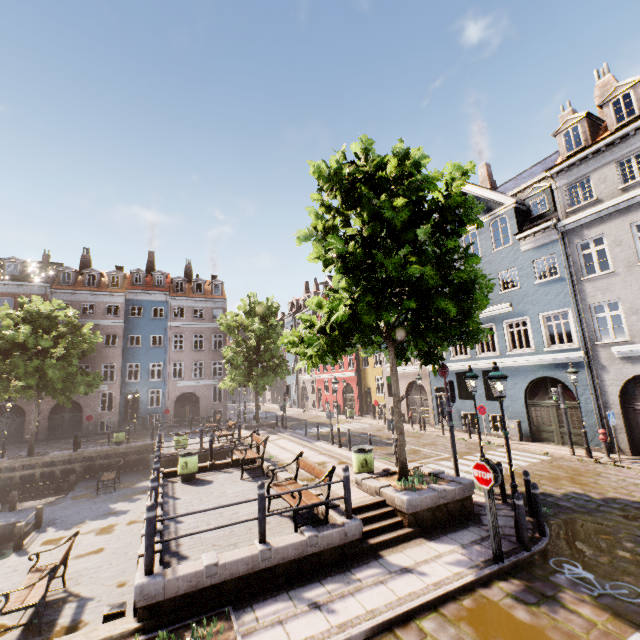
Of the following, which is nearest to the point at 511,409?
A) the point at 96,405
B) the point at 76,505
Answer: the point at 76,505

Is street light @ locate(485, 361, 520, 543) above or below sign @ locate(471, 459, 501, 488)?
above

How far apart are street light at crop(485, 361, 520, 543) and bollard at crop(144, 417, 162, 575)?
8.1 meters

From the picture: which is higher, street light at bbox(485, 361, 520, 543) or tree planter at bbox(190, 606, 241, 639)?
street light at bbox(485, 361, 520, 543)

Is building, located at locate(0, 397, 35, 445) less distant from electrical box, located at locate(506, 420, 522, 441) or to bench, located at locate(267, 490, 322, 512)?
electrical box, located at locate(506, 420, 522, 441)

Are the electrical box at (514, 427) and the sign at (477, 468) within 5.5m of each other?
no

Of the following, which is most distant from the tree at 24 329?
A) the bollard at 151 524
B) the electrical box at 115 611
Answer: the electrical box at 115 611

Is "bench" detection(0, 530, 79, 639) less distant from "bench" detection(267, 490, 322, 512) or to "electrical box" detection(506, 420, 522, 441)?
"bench" detection(267, 490, 322, 512)
